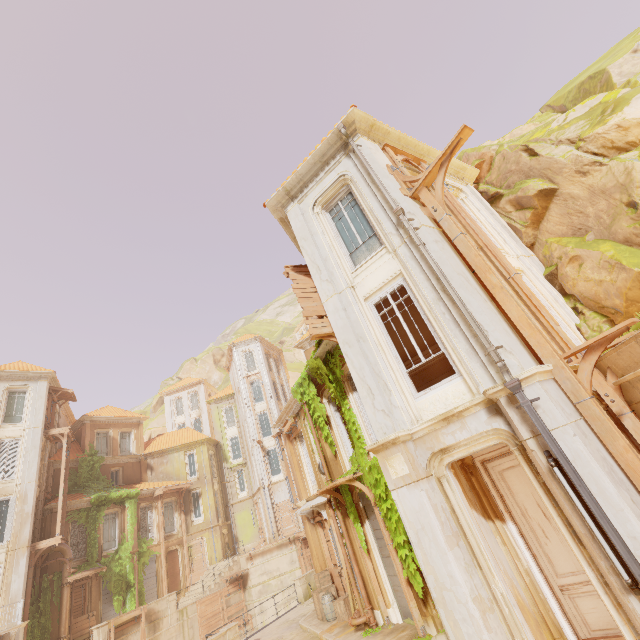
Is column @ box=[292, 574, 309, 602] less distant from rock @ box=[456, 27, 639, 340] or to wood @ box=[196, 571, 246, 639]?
wood @ box=[196, 571, 246, 639]

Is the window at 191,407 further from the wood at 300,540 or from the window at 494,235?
the window at 494,235

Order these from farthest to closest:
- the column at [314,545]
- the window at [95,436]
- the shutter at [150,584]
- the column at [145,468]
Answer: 1. the column at [145,468]
2. the window at [95,436]
3. the shutter at [150,584]
4. the column at [314,545]

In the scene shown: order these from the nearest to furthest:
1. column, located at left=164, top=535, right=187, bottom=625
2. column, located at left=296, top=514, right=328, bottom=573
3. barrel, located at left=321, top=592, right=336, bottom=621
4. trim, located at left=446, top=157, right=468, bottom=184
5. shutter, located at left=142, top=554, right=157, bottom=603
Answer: trim, located at left=446, top=157, right=468, bottom=184
barrel, located at left=321, top=592, right=336, bottom=621
column, located at left=296, top=514, right=328, bottom=573
column, located at left=164, top=535, right=187, bottom=625
shutter, located at left=142, top=554, right=157, bottom=603

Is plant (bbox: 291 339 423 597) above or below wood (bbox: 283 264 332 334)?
below

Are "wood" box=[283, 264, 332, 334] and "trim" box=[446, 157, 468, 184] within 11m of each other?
yes

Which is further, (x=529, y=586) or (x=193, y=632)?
(x=193, y=632)

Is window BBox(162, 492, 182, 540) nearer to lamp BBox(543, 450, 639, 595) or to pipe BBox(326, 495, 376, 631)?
pipe BBox(326, 495, 376, 631)
